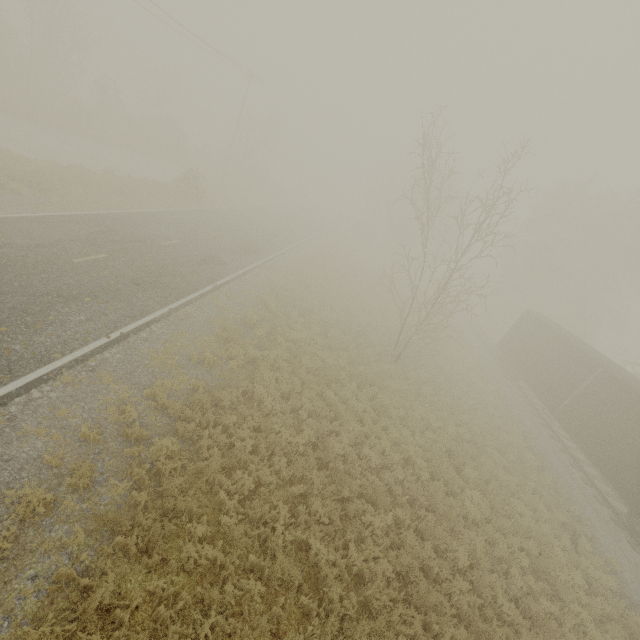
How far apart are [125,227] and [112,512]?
14.6 meters
